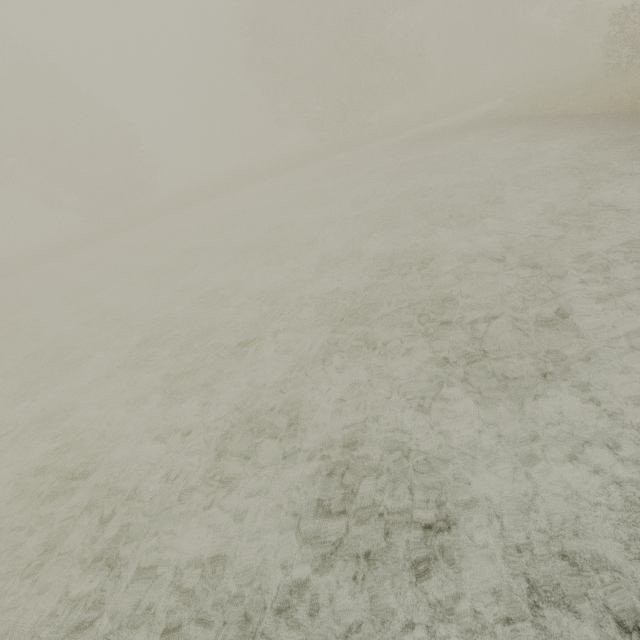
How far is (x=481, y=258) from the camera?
6.4m
